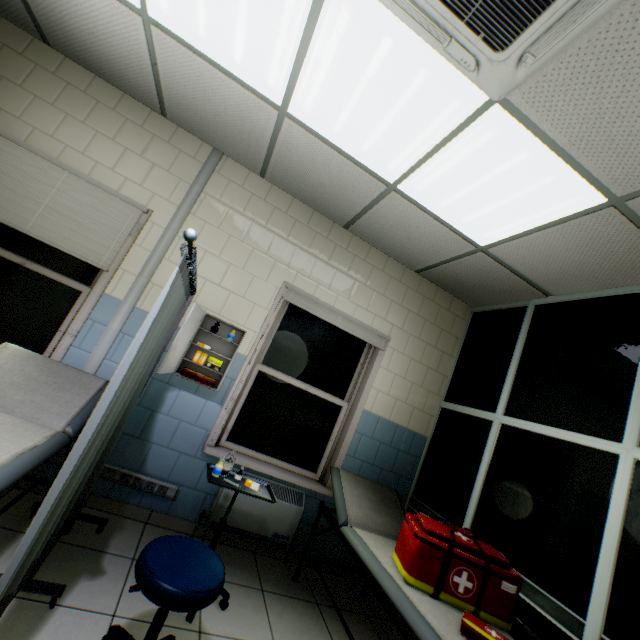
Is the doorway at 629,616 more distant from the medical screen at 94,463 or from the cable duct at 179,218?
the cable duct at 179,218

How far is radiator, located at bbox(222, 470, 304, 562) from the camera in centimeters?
284cm

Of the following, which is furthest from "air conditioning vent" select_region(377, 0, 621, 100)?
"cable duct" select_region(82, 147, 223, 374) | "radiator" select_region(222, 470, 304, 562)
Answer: "radiator" select_region(222, 470, 304, 562)

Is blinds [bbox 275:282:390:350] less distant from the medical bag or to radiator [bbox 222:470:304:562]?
radiator [bbox 222:470:304:562]

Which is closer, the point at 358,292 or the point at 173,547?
the point at 173,547

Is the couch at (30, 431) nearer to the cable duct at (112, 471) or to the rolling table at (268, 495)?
the cable duct at (112, 471)

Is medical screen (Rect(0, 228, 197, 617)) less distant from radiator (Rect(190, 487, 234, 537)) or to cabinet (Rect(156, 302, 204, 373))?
cabinet (Rect(156, 302, 204, 373))
